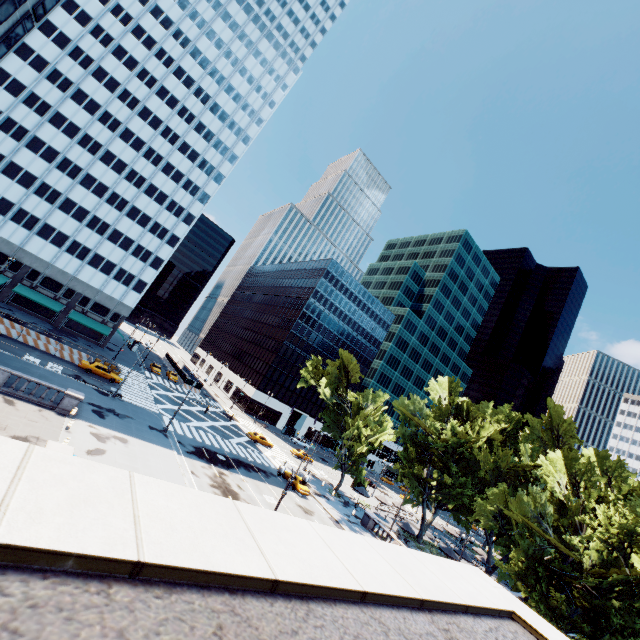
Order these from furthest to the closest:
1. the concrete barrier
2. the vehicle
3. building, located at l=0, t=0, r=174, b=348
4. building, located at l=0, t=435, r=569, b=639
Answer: building, located at l=0, t=0, r=174, b=348 < the vehicle < the concrete barrier < building, located at l=0, t=435, r=569, b=639

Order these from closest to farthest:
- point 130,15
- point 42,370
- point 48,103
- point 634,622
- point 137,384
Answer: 1. point 634,622
2. point 42,370
3. point 137,384
4. point 48,103
5. point 130,15

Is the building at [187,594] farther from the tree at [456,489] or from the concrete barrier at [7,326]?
the tree at [456,489]

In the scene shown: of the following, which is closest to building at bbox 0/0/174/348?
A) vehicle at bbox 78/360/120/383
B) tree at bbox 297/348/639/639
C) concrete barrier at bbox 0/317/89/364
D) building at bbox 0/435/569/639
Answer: concrete barrier at bbox 0/317/89/364

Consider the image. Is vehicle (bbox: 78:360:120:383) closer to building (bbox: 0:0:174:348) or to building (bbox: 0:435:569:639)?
building (bbox: 0:0:174:348)

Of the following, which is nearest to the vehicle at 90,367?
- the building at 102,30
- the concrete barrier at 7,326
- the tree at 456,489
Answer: the concrete barrier at 7,326

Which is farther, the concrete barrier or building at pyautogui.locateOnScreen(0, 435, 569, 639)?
the concrete barrier
